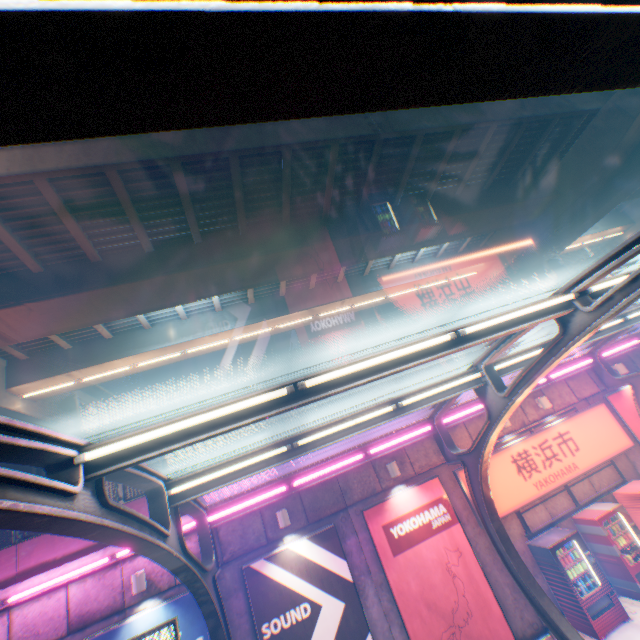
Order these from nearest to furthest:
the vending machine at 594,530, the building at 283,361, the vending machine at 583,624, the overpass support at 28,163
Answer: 1. the vending machine at 583,624
2. the vending machine at 594,530
3. the overpass support at 28,163
4. the building at 283,361

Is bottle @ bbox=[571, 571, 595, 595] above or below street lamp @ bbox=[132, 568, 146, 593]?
below

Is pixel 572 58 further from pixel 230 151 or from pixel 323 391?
pixel 230 151

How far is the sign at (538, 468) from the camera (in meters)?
10.05

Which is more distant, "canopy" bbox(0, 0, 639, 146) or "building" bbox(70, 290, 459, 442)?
"building" bbox(70, 290, 459, 442)

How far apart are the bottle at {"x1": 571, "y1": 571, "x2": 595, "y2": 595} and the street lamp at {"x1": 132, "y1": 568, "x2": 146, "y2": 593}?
10.9 meters

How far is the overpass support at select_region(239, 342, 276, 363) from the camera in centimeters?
5875cm

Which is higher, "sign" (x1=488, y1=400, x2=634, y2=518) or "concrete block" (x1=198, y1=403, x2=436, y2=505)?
"concrete block" (x1=198, y1=403, x2=436, y2=505)
